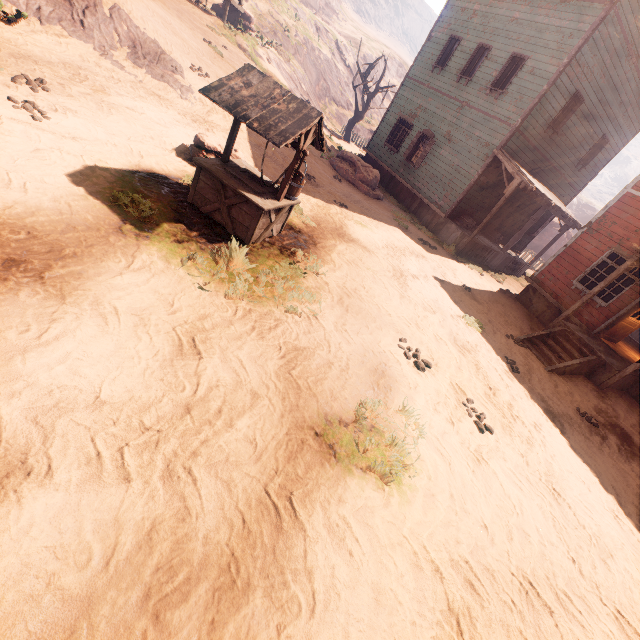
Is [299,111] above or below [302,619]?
above

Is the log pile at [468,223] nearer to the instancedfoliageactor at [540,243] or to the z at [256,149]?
the z at [256,149]

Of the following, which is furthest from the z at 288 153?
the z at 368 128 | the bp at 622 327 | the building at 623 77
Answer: the z at 368 128

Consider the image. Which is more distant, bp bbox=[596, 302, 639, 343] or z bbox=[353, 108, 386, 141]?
z bbox=[353, 108, 386, 141]

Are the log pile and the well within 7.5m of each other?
no

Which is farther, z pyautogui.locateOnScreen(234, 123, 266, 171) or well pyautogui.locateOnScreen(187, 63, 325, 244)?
z pyautogui.locateOnScreen(234, 123, 266, 171)

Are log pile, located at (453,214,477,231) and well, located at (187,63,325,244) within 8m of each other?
no

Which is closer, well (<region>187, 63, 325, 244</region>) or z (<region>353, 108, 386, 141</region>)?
well (<region>187, 63, 325, 244</region>)
